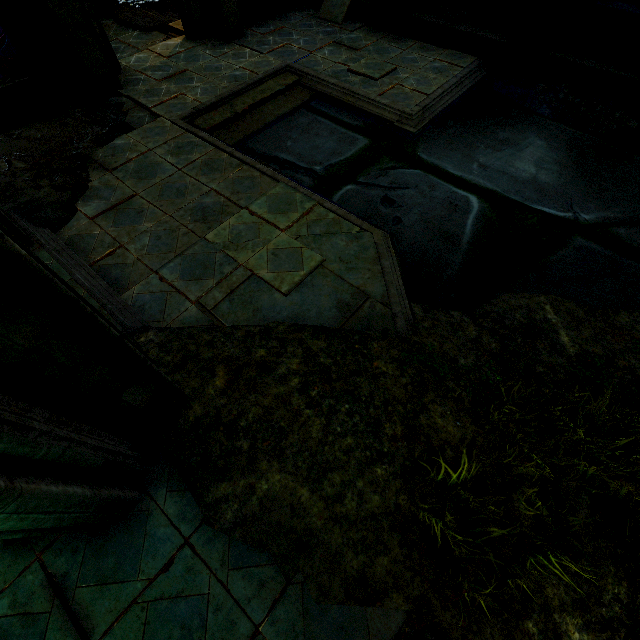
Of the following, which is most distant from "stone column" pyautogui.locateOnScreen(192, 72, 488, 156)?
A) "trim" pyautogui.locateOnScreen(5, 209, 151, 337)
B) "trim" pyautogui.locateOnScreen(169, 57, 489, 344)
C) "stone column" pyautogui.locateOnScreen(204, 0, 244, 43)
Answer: "trim" pyautogui.locateOnScreen(5, 209, 151, 337)

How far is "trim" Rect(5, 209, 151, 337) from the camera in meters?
3.7

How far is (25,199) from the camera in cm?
473

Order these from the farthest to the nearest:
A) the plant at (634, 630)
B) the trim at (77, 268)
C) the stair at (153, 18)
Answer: the stair at (153, 18) < the trim at (77, 268) < the plant at (634, 630)

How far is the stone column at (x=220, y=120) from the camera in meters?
6.2 m

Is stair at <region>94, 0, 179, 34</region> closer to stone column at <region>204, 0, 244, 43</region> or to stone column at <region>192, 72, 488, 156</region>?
stone column at <region>204, 0, 244, 43</region>

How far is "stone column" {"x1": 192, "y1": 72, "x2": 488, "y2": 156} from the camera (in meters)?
6.20

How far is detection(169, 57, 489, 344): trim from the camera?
4.1m
